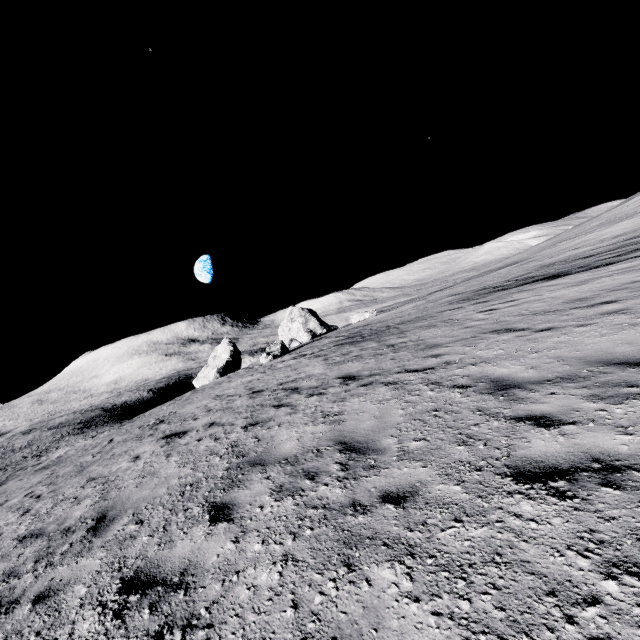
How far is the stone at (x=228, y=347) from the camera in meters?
40.7 m

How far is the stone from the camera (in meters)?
40.74

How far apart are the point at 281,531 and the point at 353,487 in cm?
91
